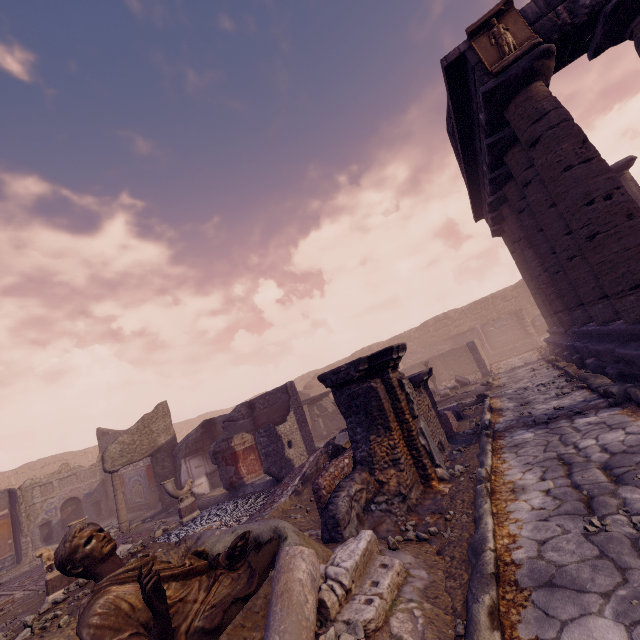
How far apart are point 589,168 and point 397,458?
6.3m

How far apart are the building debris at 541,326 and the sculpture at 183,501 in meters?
22.3 m

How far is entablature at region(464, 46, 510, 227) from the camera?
6.7m

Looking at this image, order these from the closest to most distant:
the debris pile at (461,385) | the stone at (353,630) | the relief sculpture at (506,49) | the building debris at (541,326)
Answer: the stone at (353,630), the relief sculpture at (506,49), the debris pile at (461,385), the building debris at (541,326)

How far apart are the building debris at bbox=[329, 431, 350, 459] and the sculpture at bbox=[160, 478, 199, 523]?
5.5m

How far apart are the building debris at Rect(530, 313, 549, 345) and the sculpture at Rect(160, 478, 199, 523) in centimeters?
2227cm

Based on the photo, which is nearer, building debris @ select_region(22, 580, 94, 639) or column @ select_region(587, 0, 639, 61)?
building debris @ select_region(22, 580, 94, 639)

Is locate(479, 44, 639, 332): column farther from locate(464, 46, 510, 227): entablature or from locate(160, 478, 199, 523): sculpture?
locate(160, 478, 199, 523): sculpture
